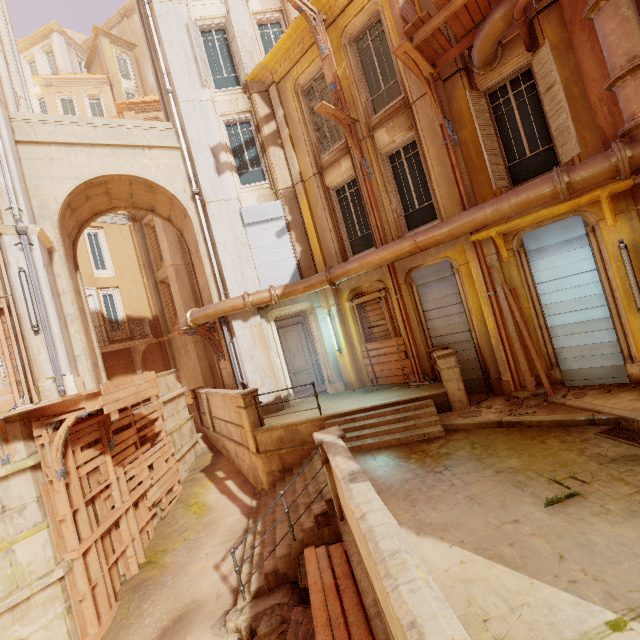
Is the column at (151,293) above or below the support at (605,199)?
above

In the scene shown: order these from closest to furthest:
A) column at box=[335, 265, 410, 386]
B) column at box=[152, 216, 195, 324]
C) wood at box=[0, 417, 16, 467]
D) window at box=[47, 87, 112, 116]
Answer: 1. wood at box=[0, 417, 16, 467]
2. column at box=[335, 265, 410, 386]
3. column at box=[152, 216, 195, 324]
4. window at box=[47, 87, 112, 116]

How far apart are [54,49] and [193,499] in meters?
43.9 m

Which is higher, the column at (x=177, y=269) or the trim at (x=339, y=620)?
the column at (x=177, y=269)

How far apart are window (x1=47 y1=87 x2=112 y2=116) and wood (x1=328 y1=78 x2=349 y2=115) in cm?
3088

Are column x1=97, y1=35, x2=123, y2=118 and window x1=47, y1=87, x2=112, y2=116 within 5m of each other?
yes

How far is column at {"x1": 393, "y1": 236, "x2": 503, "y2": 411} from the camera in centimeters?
→ 834cm

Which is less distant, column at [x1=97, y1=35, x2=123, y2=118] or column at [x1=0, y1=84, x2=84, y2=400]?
column at [x1=0, y1=84, x2=84, y2=400]
